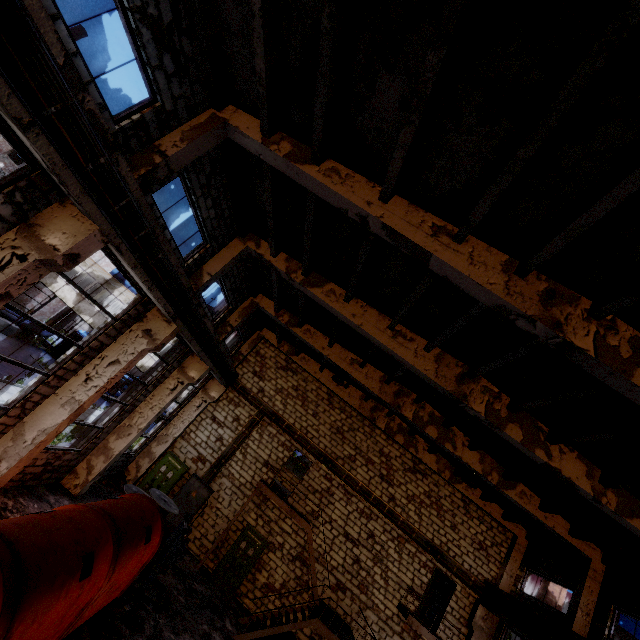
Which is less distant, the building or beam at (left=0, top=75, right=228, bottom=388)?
beam at (left=0, top=75, right=228, bottom=388)

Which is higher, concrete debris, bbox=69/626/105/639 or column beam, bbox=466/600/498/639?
column beam, bbox=466/600/498/639

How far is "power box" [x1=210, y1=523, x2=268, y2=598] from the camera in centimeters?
1418cm

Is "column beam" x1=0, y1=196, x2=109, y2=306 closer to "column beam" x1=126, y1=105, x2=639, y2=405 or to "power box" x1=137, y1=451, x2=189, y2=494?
"column beam" x1=126, y1=105, x2=639, y2=405

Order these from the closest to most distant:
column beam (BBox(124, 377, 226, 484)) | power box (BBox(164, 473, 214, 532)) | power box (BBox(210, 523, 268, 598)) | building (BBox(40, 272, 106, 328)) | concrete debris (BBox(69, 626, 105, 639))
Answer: concrete debris (BBox(69, 626, 105, 639)) → power box (BBox(210, 523, 268, 598)) → power box (BBox(164, 473, 214, 532)) → column beam (BBox(124, 377, 226, 484)) → building (BBox(40, 272, 106, 328))

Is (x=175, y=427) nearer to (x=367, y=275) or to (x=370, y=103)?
(x=367, y=275)

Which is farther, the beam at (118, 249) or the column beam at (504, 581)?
the column beam at (504, 581)

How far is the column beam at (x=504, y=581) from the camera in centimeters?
1584cm
